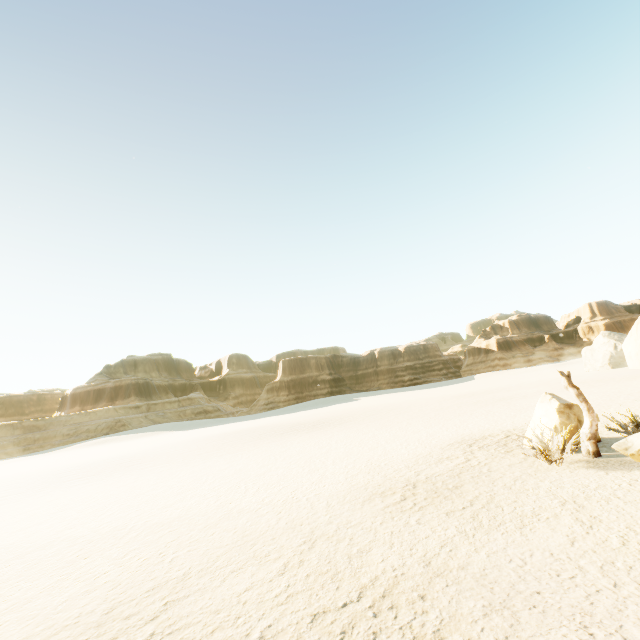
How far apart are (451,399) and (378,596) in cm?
3308

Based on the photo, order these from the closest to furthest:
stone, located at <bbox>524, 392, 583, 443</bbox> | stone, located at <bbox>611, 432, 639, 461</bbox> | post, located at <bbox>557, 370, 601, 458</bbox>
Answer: stone, located at <bbox>611, 432, 639, 461</bbox> < post, located at <bbox>557, 370, 601, 458</bbox> < stone, located at <bbox>524, 392, 583, 443</bbox>

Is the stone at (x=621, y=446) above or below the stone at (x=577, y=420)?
below

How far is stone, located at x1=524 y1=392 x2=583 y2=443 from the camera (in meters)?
9.60

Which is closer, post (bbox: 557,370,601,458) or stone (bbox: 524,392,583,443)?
post (bbox: 557,370,601,458)

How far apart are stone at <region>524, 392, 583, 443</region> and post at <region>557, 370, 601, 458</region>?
0.4m

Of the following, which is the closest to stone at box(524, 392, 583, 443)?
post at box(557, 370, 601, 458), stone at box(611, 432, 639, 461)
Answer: post at box(557, 370, 601, 458)

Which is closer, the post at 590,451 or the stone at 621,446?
the stone at 621,446
